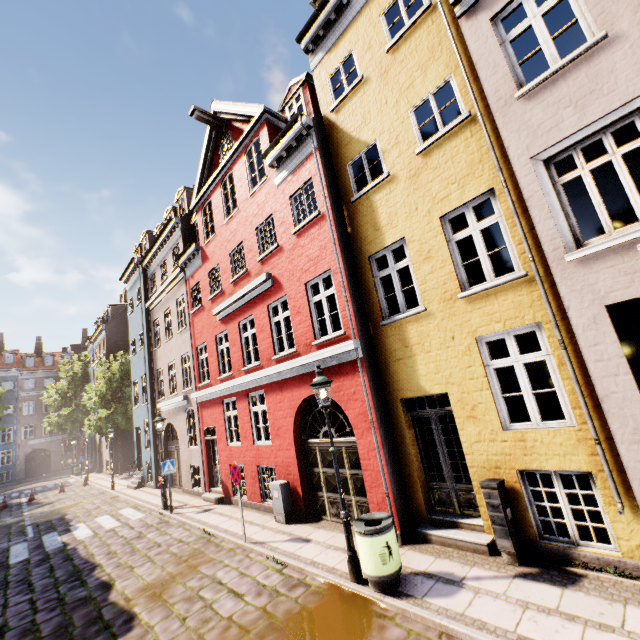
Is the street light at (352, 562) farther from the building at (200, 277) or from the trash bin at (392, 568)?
the building at (200, 277)

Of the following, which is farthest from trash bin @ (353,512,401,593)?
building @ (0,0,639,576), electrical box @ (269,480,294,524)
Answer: electrical box @ (269,480,294,524)

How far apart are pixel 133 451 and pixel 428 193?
32.9 meters

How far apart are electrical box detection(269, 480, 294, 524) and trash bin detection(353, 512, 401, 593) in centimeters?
391cm

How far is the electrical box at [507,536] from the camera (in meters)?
5.37

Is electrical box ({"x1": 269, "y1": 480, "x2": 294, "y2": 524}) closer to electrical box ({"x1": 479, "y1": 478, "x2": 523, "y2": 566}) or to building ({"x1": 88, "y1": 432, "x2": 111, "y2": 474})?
building ({"x1": 88, "y1": 432, "x2": 111, "y2": 474})

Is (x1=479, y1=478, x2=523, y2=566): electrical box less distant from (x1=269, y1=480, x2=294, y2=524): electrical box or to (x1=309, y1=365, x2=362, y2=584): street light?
(x1=309, y1=365, x2=362, y2=584): street light

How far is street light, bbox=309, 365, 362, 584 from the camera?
5.7 meters
